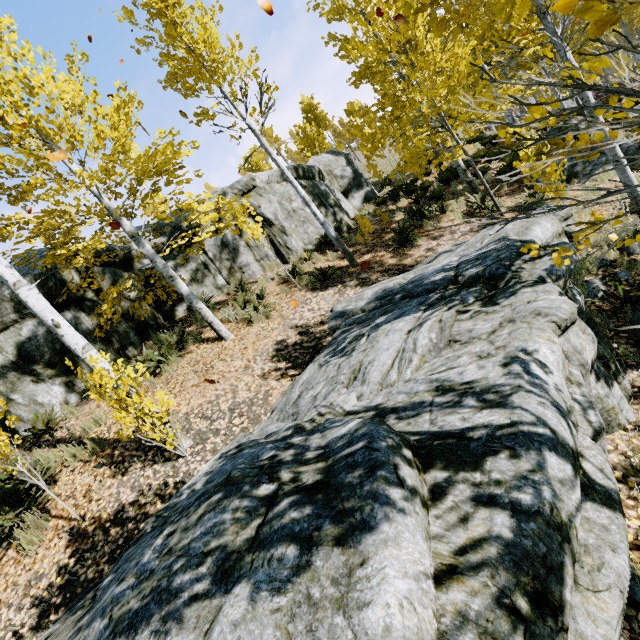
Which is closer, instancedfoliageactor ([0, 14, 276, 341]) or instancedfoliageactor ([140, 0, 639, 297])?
instancedfoliageactor ([140, 0, 639, 297])

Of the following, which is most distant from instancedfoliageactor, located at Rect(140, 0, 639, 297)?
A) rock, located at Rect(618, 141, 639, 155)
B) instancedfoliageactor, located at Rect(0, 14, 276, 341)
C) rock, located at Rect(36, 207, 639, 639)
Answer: rock, located at Rect(36, 207, 639, 639)

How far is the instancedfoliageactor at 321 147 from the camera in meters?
24.1 m

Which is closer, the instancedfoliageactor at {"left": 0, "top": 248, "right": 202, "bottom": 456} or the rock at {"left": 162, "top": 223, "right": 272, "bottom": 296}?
the instancedfoliageactor at {"left": 0, "top": 248, "right": 202, "bottom": 456}

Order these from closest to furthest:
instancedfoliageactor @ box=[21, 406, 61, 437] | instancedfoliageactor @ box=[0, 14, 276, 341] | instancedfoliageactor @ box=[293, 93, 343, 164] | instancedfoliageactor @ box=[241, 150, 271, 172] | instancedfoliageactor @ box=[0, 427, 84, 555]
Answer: instancedfoliageactor @ box=[0, 427, 84, 555], instancedfoliageactor @ box=[0, 14, 276, 341], instancedfoliageactor @ box=[21, 406, 61, 437], instancedfoliageactor @ box=[241, 150, 271, 172], instancedfoliageactor @ box=[293, 93, 343, 164]

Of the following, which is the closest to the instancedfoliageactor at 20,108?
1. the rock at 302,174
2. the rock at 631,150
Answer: the rock at 302,174

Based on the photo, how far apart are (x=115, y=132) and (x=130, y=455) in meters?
5.8

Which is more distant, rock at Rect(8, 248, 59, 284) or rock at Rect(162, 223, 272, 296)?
rock at Rect(162, 223, 272, 296)
